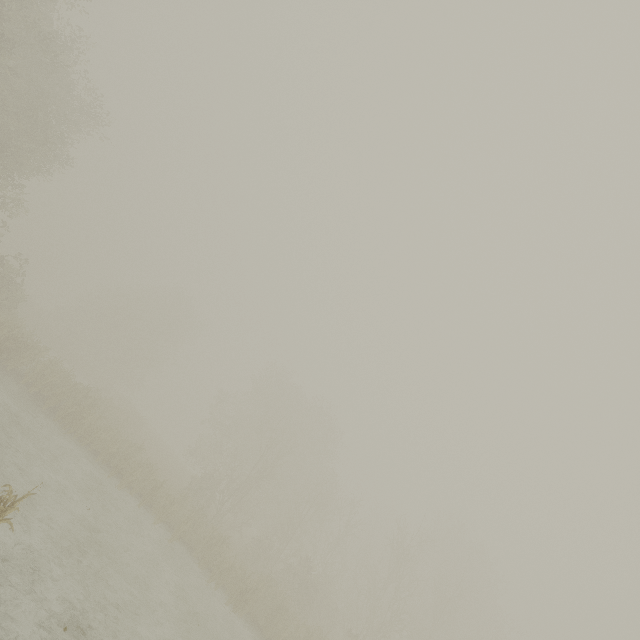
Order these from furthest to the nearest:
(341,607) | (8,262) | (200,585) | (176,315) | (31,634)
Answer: (176,315)
(341,607)
(8,262)
(200,585)
(31,634)
